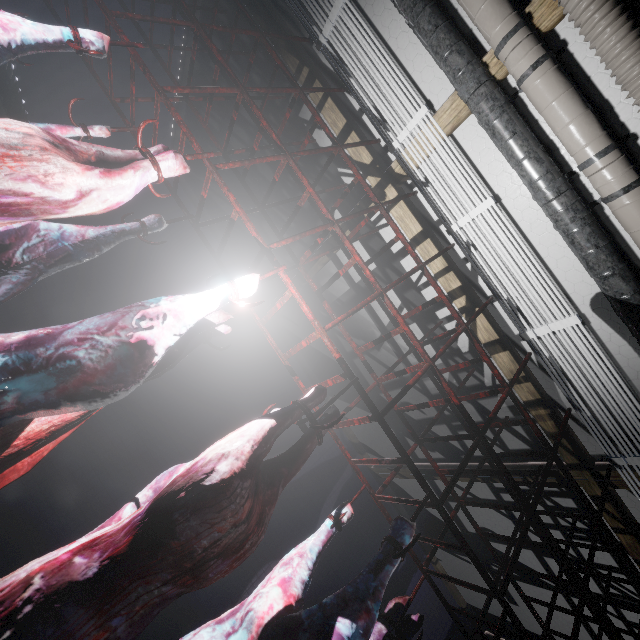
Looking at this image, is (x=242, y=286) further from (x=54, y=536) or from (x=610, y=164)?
(x=54, y=536)

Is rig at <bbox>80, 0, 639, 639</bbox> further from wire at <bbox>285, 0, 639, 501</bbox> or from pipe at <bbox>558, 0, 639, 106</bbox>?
pipe at <bbox>558, 0, 639, 106</bbox>

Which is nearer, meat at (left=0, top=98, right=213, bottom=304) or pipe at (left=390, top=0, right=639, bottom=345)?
meat at (left=0, top=98, right=213, bottom=304)

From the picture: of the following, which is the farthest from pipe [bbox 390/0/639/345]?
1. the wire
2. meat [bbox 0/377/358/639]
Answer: meat [bbox 0/377/358/639]

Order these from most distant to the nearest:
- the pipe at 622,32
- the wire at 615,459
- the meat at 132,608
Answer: the wire at 615,459
the pipe at 622,32
the meat at 132,608

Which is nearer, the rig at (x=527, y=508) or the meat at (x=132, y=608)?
the meat at (x=132, y=608)

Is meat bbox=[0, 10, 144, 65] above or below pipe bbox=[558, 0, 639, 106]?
below

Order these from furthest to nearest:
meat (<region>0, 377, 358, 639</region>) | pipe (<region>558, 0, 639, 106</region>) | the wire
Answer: A:
the wire
pipe (<region>558, 0, 639, 106</region>)
meat (<region>0, 377, 358, 639</region>)
